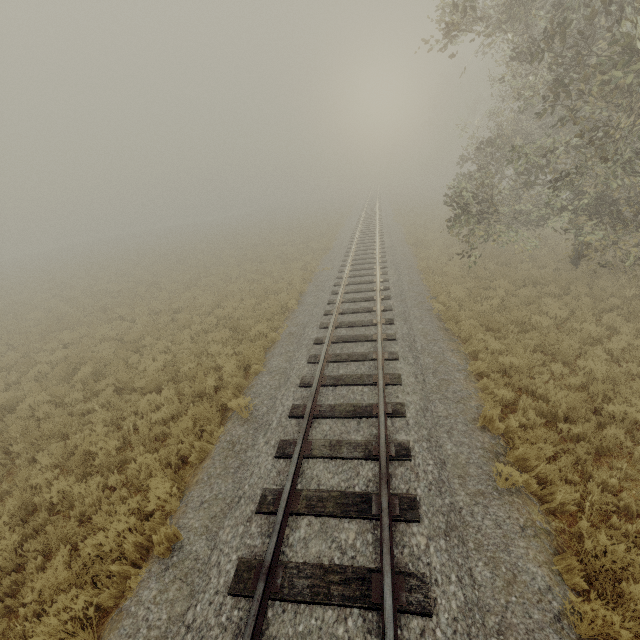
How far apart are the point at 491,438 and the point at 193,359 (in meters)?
8.81
